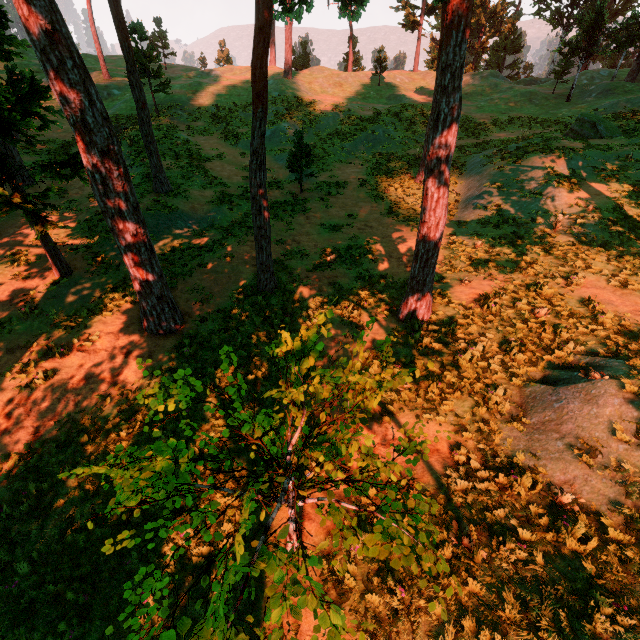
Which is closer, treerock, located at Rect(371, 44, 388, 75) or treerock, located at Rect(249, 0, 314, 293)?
treerock, located at Rect(249, 0, 314, 293)

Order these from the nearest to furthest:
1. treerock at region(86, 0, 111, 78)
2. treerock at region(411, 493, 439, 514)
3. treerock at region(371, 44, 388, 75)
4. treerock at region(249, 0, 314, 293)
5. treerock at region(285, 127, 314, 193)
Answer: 1. treerock at region(411, 493, 439, 514)
2. treerock at region(249, 0, 314, 293)
3. treerock at region(285, 127, 314, 193)
4. treerock at region(86, 0, 111, 78)
5. treerock at region(371, 44, 388, 75)

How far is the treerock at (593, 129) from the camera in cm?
2116

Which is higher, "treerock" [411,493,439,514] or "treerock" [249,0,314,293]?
"treerock" [411,493,439,514]

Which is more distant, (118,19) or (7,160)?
(118,19)
